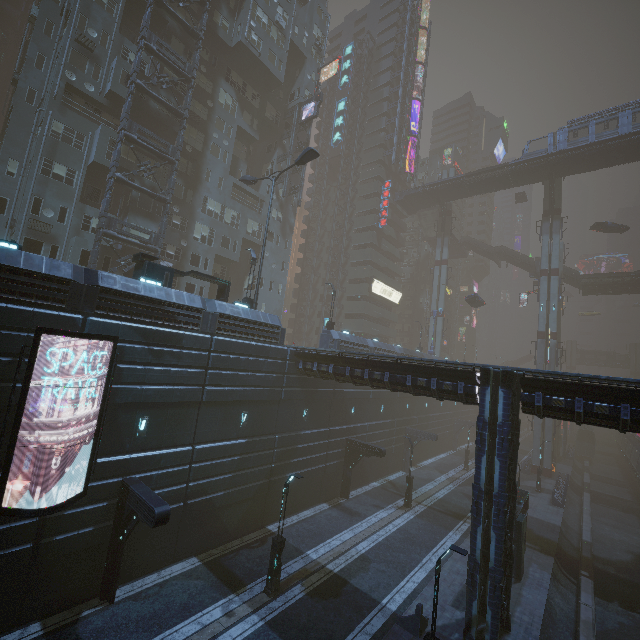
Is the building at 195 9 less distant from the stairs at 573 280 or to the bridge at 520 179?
the stairs at 573 280

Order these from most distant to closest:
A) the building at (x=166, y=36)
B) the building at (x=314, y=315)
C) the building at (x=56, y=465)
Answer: the building at (x=314, y=315)
the building at (x=166, y=36)
the building at (x=56, y=465)

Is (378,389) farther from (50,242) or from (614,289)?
(614,289)

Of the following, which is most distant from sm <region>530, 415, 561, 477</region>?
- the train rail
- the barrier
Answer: the barrier

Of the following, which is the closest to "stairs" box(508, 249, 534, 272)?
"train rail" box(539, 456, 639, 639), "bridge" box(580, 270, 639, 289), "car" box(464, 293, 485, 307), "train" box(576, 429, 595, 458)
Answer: "bridge" box(580, 270, 639, 289)

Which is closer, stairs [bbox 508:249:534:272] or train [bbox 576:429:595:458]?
stairs [bbox 508:249:534:272]

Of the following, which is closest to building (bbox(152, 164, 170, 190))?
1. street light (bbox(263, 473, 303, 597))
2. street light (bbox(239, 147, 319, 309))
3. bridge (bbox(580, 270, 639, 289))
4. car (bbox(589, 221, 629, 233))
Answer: bridge (bbox(580, 270, 639, 289))

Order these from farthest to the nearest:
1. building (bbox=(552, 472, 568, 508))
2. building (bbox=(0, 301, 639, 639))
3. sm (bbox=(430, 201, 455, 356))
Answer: sm (bbox=(430, 201, 455, 356)) < building (bbox=(552, 472, 568, 508)) < building (bbox=(0, 301, 639, 639))
